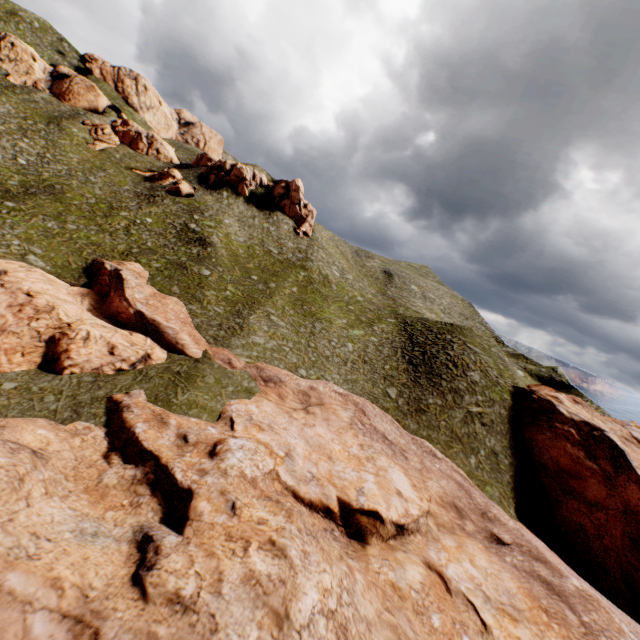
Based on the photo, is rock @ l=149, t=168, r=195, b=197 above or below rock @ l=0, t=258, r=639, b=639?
above

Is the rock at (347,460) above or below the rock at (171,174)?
below

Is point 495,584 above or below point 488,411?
below

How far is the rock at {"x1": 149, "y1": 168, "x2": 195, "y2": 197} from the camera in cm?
5381

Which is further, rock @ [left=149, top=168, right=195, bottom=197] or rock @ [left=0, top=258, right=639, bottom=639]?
rock @ [left=149, top=168, right=195, bottom=197]

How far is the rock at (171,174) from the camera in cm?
5381
